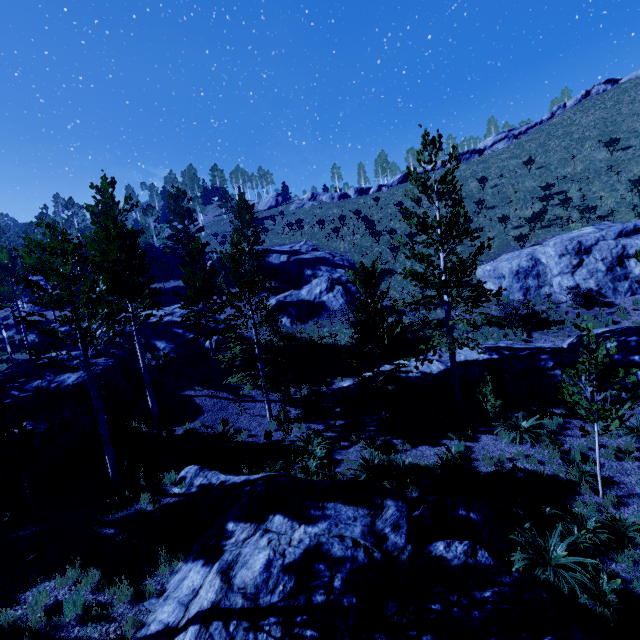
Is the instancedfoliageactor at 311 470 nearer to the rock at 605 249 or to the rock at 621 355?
the rock at 621 355

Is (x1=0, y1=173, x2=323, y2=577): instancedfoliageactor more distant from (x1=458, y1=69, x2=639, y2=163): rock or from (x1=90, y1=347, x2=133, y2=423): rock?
(x1=458, y1=69, x2=639, y2=163): rock

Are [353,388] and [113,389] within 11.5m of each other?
no

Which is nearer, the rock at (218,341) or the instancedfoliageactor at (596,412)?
the instancedfoliageactor at (596,412)

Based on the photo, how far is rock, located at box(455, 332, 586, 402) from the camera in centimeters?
1402cm

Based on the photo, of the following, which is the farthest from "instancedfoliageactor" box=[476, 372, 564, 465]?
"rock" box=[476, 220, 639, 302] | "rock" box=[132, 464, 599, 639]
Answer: "rock" box=[476, 220, 639, 302]

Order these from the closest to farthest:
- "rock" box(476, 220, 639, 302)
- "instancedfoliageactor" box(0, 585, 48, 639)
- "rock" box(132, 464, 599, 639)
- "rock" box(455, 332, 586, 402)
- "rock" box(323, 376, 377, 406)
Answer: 1. "rock" box(132, 464, 599, 639)
2. "instancedfoliageactor" box(0, 585, 48, 639)
3. "rock" box(455, 332, 586, 402)
4. "rock" box(323, 376, 377, 406)
5. "rock" box(476, 220, 639, 302)

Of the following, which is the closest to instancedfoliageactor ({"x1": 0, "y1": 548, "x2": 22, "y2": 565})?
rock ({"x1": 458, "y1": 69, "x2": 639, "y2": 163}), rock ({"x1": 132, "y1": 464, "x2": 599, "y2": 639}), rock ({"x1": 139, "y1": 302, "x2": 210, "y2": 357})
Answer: rock ({"x1": 132, "y1": 464, "x2": 599, "y2": 639})
